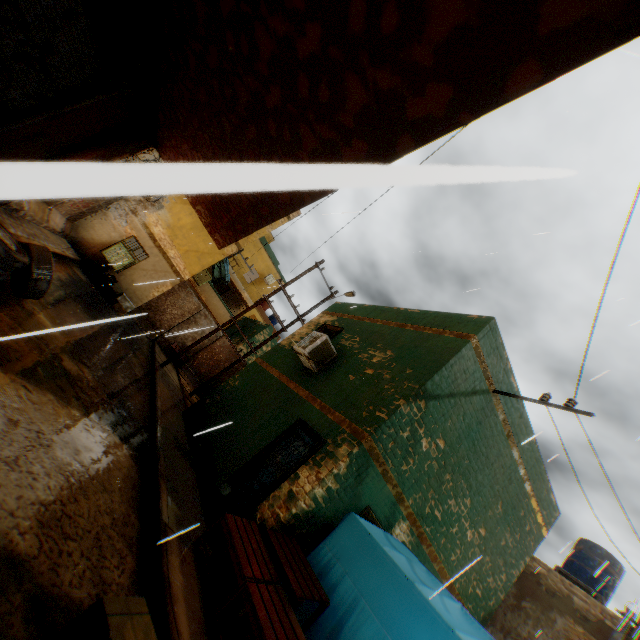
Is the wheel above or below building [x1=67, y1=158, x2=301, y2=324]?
below

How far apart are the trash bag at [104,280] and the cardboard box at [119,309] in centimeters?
14cm

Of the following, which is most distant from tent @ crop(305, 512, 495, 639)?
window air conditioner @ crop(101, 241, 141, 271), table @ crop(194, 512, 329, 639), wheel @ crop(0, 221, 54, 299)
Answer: window air conditioner @ crop(101, 241, 141, 271)

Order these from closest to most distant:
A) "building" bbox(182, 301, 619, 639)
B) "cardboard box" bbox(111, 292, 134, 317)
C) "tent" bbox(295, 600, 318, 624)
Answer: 1. "tent" bbox(295, 600, 318, 624)
2. "building" bbox(182, 301, 619, 639)
3. "cardboard box" bbox(111, 292, 134, 317)

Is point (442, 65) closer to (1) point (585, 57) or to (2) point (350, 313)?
(1) point (585, 57)

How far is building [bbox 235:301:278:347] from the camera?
28.4 meters

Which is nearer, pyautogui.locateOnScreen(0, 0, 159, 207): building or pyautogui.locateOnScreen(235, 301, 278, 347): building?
pyautogui.locateOnScreen(0, 0, 159, 207): building

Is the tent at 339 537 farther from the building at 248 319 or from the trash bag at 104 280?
the trash bag at 104 280
